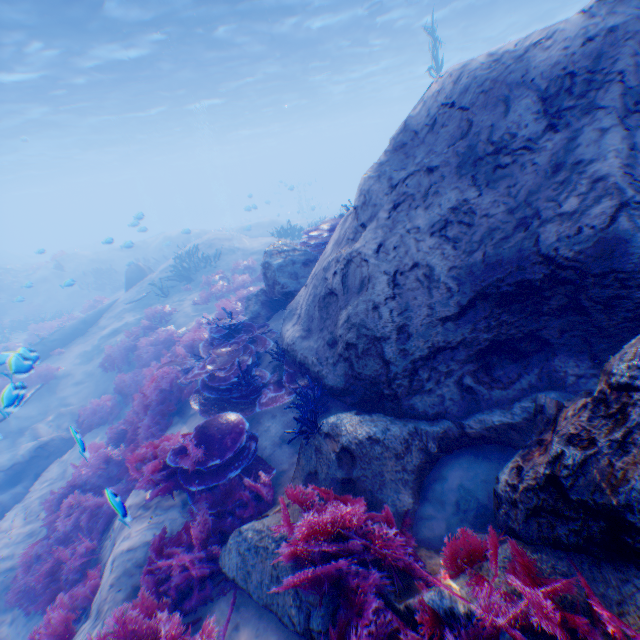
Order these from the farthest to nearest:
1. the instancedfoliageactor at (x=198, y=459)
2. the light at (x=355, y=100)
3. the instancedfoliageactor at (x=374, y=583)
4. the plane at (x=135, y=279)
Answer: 1. the plane at (x=135, y=279)
2. the light at (x=355, y=100)
3. the instancedfoliageactor at (x=198, y=459)
4. the instancedfoliageactor at (x=374, y=583)

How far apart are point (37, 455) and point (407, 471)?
11.45m

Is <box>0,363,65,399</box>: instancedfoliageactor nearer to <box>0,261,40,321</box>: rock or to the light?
<box>0,261,40,321</box>: rock

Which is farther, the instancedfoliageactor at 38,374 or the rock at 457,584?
the instancedfoliageactor at 38,374

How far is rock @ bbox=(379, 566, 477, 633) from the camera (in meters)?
2.16

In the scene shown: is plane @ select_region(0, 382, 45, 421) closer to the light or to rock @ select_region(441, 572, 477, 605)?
rock @ select_region(441, 572, 477, 605)

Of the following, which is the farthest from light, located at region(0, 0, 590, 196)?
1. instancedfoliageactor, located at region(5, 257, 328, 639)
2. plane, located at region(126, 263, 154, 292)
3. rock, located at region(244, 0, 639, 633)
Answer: plane, located at region(126, 263, 154, 292)
